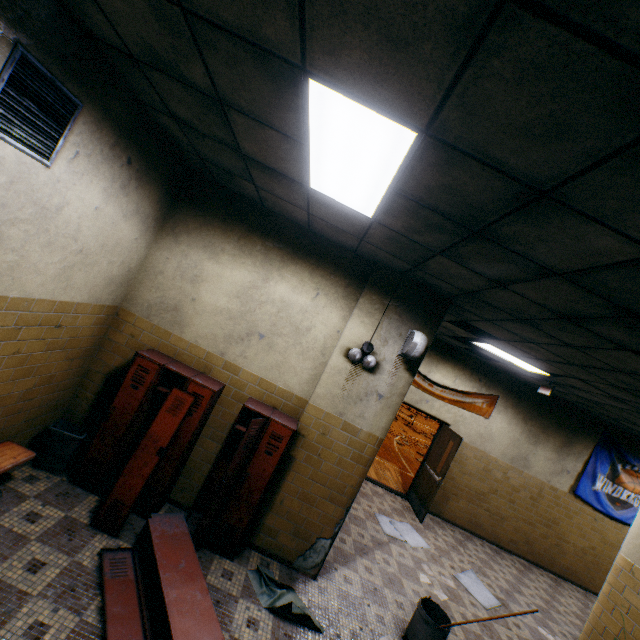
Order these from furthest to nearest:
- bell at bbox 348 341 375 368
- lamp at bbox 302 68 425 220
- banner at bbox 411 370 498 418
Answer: banner at bbox 411 370 498 418 → bell at bbox 348 341 375 368 → lamp at bbox 302 68 425 220

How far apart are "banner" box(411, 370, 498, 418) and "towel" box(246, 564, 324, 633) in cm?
495

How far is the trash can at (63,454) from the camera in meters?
3.7

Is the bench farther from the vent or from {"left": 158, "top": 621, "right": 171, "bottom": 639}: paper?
the vent

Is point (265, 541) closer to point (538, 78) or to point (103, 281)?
point (103, 281)

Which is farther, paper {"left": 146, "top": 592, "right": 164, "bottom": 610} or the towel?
the towel

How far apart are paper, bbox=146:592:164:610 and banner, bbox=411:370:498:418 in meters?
5.9 m

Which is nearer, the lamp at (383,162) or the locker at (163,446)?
the lamp at (383,162)
